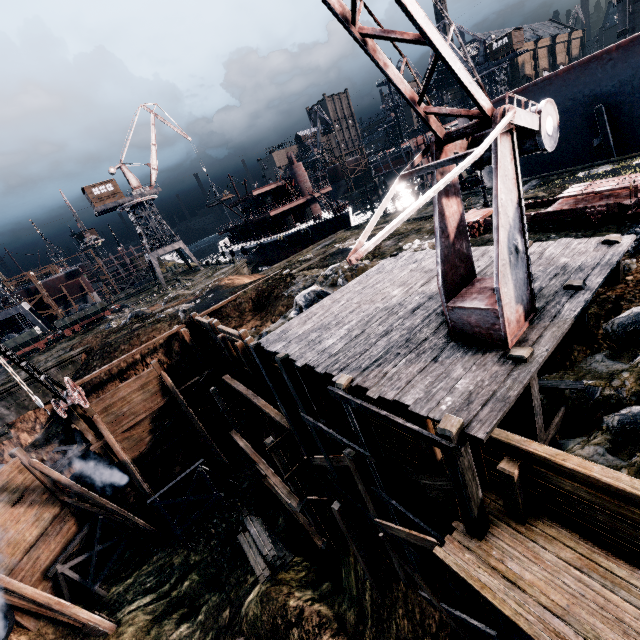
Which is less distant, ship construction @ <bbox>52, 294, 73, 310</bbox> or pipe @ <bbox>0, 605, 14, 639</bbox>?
pipe @ <bbox>0, 605, 14, 639</bbox>

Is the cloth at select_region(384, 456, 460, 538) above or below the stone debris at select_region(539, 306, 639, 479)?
below

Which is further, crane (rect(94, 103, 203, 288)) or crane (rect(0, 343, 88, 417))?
crane (rect(94, 103, 203, 288))

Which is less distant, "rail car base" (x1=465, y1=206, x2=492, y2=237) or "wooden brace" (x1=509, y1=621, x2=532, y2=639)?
"wooden brace" (x1=509, y1=621, x2=532, y2=639)

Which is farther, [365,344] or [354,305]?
[354,305]

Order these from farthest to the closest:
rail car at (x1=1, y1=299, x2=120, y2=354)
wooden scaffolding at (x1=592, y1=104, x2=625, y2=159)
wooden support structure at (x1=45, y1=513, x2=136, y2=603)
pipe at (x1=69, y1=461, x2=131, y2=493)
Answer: rail car at (x1=1, y1=299, x2=120, y2=354)
wooden scaffolding at (x1=592, y1=104, x2=625, y2=159)
pipe at (x1=69, y1=461, x2=131, y2=493)
wooden support structure at (x1=45, y1=513, x2=136, y2=603)

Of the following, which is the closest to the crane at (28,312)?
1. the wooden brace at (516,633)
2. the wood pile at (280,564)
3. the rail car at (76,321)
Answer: the rail car at (76,321)

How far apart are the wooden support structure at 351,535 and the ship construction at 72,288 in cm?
6320
